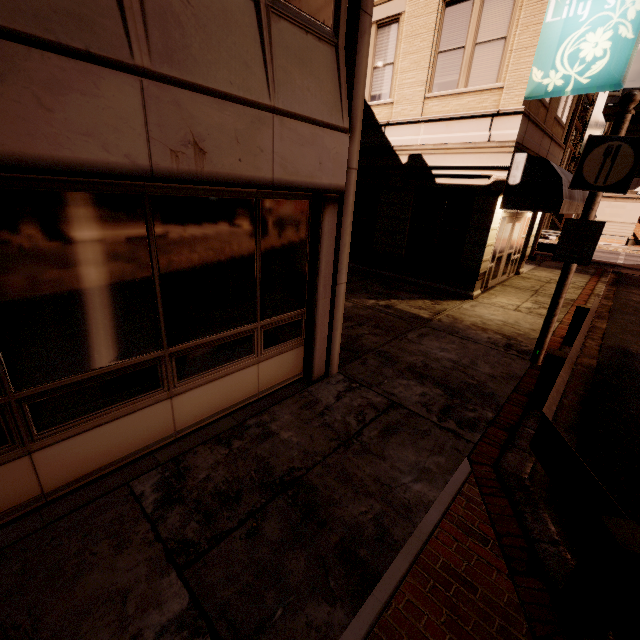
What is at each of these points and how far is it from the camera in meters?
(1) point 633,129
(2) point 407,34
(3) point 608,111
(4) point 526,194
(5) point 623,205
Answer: (1) building, 48.3 m
(2) building, 10.2 m
(3) building, 49.8 m
(4) awning, 9.0 m
(5) building, 37.3 m

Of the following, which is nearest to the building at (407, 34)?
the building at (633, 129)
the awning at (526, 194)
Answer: the awning at (526, 194)

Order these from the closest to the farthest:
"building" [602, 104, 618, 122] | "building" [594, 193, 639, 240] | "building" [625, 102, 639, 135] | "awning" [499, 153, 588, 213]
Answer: "awning" [499, 153, 588, 213] → "building" [594, 193, 639, 240] → "building" [625, 102, 639, 135] → "building" [602, 104, 618, 122]

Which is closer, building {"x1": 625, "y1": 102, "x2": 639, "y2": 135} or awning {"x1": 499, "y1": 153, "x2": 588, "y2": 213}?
awning {"x1": 499, "y1": 153, "x2": 588, "y2": 213}

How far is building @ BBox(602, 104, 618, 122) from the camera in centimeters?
4916cm

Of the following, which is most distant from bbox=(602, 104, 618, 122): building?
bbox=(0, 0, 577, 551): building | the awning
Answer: A: bbox=(0, 0, 577, 551): building

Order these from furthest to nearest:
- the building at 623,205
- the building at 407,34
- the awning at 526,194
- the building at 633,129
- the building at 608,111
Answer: the building at 608,111
the building at 633,129
the building at 623,205
the awning at 526,194
the building at 407,34

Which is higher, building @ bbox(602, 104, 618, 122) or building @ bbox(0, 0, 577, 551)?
building @ bbox(602, 104, 618, 122)
